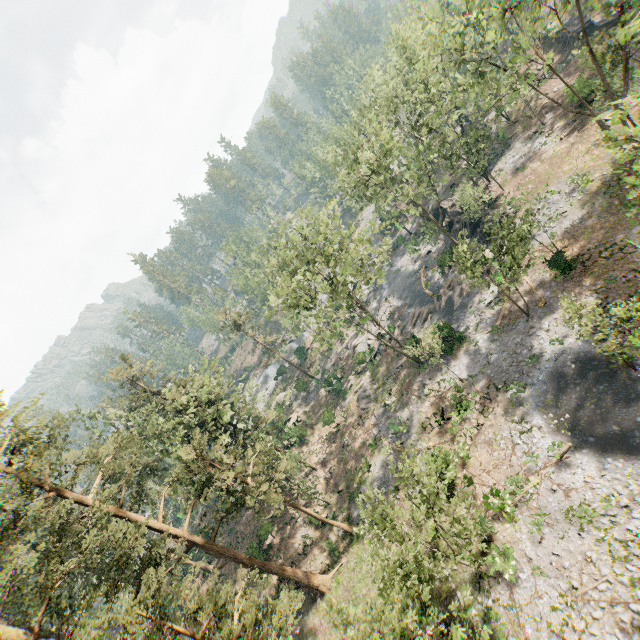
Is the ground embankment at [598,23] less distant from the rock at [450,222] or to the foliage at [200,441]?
the foliage at [200,441]

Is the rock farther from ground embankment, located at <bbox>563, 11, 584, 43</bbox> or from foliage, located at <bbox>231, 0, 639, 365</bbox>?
ground embankment, located at <bbox>563, 11, 584, 43</bbox>

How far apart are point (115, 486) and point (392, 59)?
61.89m

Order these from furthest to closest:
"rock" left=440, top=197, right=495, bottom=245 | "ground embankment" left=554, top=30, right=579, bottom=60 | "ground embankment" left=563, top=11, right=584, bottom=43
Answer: "ground embankment" left=554, top=30, right=579, bottom=60 → "ground embankment" left=563, top=11, right=584, bottom=43 → "rock" left=440, top=197, right=495, bottom=245

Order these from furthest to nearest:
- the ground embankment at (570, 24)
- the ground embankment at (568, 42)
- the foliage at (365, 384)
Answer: the ground embankment at (568, 42), the ground embankment at (570, 24), the foliage at (365, 384)

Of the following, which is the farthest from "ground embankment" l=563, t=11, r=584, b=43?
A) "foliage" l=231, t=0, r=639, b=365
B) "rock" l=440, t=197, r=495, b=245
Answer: "rock" l=440, t=197, r=495, b=245
